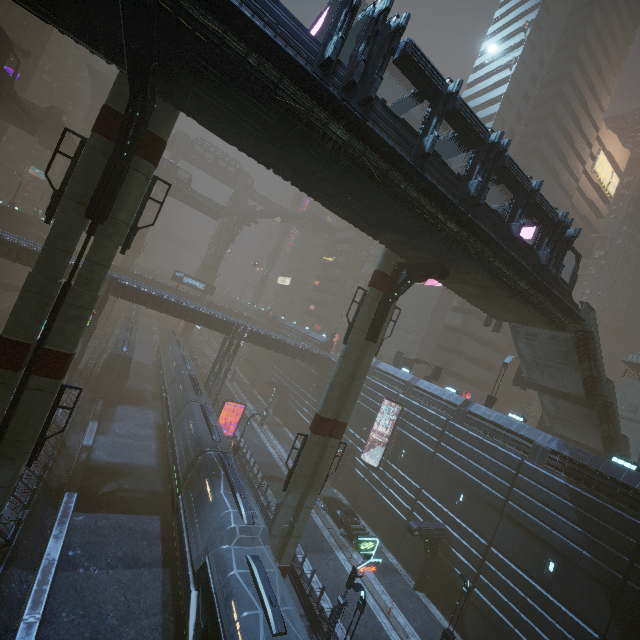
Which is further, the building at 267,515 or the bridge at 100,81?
the bridge at 100,81

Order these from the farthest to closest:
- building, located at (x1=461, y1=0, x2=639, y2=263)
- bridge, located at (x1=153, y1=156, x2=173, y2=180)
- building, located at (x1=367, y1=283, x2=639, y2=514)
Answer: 1. bridge, located at (x1=153, y1=156, x2=173, y2=180)
2. building, located at (x1=461, y1=0, x2=639, y2=263)
3. building, located at (x1=367, y1=283, x2=639, y2=514)

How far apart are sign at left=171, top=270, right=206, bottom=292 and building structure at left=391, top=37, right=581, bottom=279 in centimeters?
5435cm

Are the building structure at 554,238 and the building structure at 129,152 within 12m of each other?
yes

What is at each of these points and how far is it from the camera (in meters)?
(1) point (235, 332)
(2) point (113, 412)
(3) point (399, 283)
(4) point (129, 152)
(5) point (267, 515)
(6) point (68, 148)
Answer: (1) building, 36.59
(2) train rail, 32.69
(3) building structure, 18.00
(4) building structure, 11.70
(5) building, 23.72
(6) bridge, 50.88

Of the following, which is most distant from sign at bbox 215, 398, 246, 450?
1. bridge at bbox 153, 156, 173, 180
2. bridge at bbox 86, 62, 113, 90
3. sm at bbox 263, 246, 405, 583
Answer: bridge at bbox 86, 62, 113, 90

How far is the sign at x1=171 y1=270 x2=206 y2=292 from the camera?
57.3m

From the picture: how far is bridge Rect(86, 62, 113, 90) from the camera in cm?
5609
